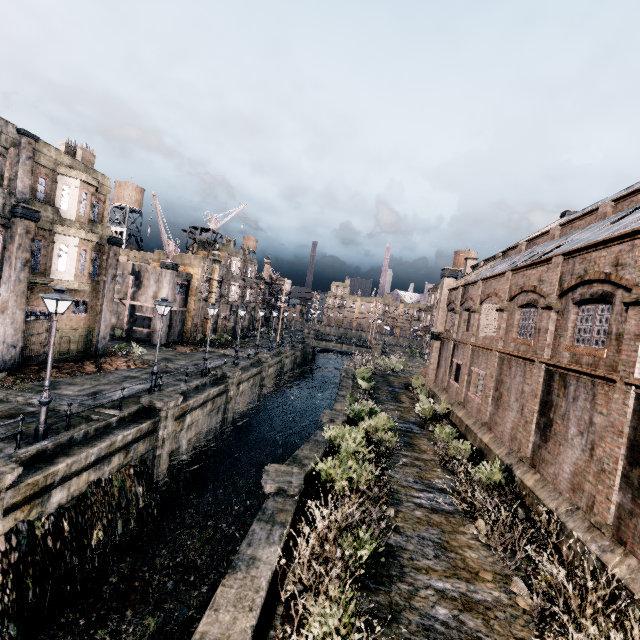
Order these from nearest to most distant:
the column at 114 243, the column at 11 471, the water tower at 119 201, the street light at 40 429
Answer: the column at 11 471 → the street light at 40 429 → the column at 114 243 → the water tower at 119 201

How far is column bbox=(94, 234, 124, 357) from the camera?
25.0 meters

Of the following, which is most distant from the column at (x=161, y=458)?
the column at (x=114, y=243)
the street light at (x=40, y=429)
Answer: the column at (x=114, y=243)

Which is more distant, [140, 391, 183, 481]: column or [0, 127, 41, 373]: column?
[0, 127, 41, 373]: column

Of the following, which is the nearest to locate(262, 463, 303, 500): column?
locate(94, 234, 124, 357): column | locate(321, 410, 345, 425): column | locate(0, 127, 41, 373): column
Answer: locate(321, 410, 345, 425): column

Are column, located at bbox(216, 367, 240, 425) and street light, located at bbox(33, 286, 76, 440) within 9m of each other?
no

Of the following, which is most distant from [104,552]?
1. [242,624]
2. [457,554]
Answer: [457,554]

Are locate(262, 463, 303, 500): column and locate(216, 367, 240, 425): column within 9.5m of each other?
no
